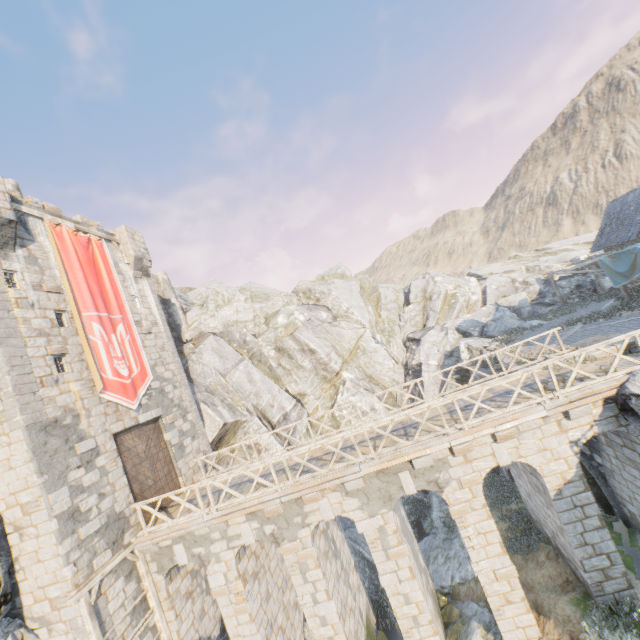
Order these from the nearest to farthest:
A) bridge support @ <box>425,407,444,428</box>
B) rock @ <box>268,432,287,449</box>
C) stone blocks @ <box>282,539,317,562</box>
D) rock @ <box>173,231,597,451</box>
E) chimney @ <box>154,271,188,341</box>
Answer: stone blocks @ <box>282,539,317,562</box>
bridge support @ <box>425,407,444,428</box>
rock @ <box>268,432,287,449</box>
rock @ <box>173,231,597,451</box>
chimney @ <box>154,271,188,341</box>

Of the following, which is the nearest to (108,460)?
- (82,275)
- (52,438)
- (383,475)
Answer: (52,438)

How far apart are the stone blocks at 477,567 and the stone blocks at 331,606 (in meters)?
4.72

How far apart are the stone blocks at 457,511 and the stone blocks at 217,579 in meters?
7.7 m

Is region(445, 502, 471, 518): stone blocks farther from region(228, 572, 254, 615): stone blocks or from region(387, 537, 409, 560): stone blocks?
region(228, 572, 254, 615): stone blocks

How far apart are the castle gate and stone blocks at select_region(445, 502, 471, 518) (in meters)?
11.73

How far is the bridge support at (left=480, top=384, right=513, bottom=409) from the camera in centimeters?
1127cm

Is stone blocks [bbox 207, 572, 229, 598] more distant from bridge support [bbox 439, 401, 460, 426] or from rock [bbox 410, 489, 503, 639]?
bridge support [bbox 439, 401, 460, 426]
